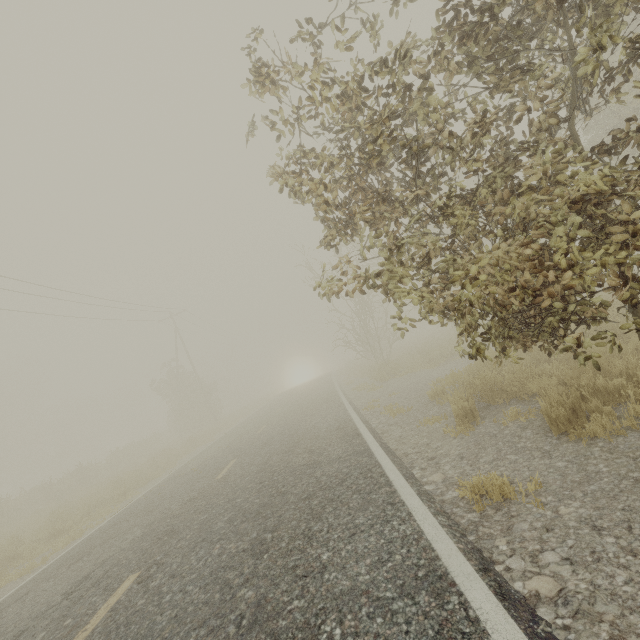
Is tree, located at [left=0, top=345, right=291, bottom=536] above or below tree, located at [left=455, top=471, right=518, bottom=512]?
above

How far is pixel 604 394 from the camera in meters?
4.2

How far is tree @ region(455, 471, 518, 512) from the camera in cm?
306

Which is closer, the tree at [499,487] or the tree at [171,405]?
the tree at [499,487]

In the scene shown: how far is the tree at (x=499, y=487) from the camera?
3.1m

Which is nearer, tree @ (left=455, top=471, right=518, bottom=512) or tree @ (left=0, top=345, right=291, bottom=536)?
tree @ (left=455, top=471, right=518, bottom=512)
